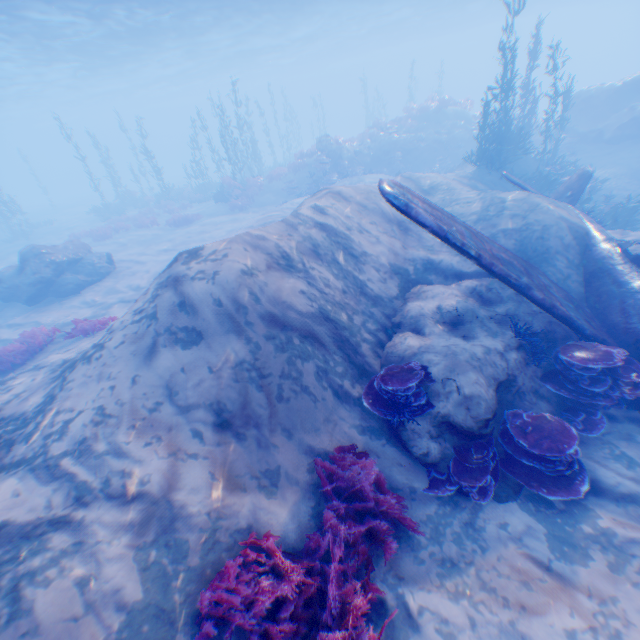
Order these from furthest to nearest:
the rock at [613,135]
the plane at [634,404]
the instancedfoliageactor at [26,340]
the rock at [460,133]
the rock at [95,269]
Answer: the rock at [460,133], the rock at [613,135], the rock at [95,269], the instancedfoliageactor at [26,340], the plane at [634,404]

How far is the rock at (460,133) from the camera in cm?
2406

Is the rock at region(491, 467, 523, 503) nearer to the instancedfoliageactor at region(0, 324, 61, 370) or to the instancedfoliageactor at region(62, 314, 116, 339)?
the instancedfoliageactor at region(0, 324, 61, 370)

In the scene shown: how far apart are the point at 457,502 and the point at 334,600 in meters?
2.7

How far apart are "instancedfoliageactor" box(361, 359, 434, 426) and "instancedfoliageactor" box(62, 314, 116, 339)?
9.2 meters

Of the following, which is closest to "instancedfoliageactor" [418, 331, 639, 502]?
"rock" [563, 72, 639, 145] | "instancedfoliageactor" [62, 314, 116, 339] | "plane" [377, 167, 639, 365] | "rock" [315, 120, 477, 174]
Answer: "rock" [563, 72, 639, 145]

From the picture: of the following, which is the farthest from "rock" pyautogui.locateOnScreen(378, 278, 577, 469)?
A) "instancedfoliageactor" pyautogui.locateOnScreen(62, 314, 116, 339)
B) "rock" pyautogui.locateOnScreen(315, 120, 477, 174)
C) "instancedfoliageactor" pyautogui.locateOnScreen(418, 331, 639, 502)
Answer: "instancedfoliageactor" pyautogui.locateOnScreen(62, 314, 116, 339)

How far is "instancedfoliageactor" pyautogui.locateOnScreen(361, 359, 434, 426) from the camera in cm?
563
